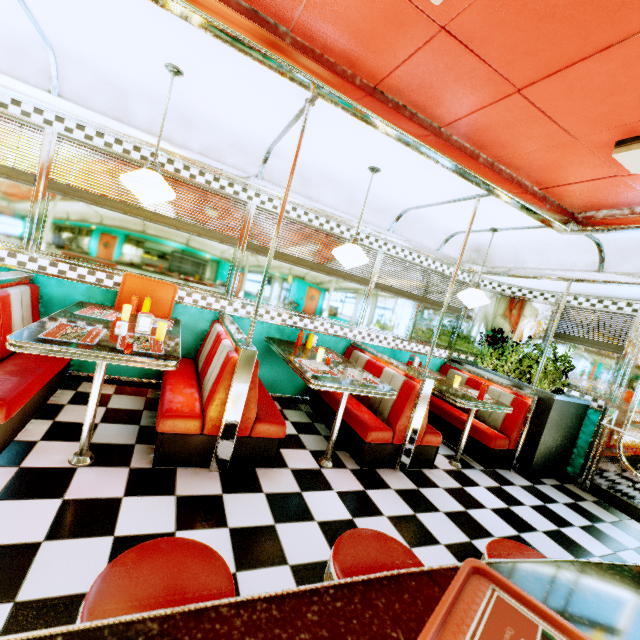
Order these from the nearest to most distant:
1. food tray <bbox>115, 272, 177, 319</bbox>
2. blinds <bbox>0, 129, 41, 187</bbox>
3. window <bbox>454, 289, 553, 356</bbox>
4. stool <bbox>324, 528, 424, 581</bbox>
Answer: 1. stool <bbox>324, 528, 424, 581</bbox>
2. blinds <bbox>0, 129, 41, 187</bbox>
3. food tray <bbox>115, 272, 177, 319</bbox>
4. window <bbox>454, 289, 553, 356</bbox>

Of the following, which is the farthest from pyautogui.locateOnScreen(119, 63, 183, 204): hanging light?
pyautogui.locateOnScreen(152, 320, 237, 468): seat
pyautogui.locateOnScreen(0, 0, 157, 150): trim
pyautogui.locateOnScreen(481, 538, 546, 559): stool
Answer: pyautogui.locateOnScreen(481, 538, 546, 559): stool

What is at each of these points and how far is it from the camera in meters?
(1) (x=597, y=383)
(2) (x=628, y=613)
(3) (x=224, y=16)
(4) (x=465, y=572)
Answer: (1) window, 4.6
(2) counter, 0.8
(3) trim, 1.9
(4) food tray, 0.7

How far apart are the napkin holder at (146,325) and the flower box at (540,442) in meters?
4.8

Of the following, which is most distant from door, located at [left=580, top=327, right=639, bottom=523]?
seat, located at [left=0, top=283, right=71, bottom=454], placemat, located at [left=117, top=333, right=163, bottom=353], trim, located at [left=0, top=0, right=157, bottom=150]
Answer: seat, located at [left=0, top=283, right=71, bottom=454]

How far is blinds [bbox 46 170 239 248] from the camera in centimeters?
321cm

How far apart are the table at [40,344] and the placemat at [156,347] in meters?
0.0 m

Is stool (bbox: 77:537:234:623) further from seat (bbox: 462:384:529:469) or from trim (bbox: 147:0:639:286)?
seat (bbox: 462:384:529:469)
